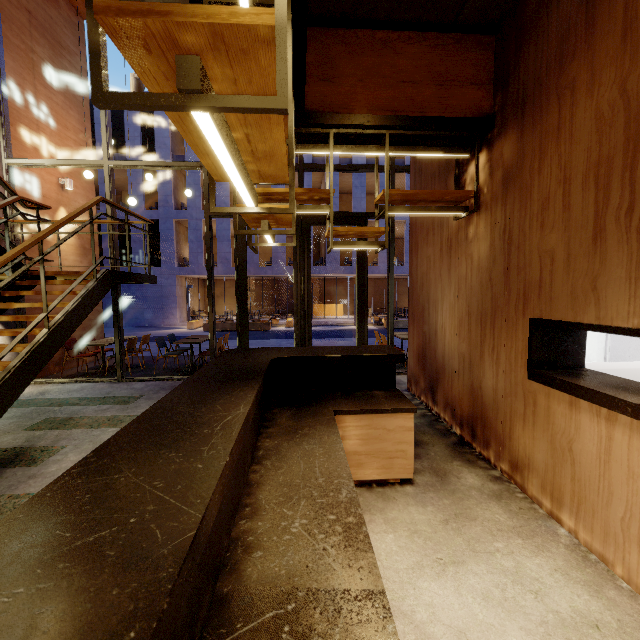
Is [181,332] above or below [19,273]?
below

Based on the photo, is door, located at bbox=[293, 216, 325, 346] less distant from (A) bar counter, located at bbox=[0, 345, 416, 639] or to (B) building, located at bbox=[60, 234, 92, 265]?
(B) building, located at bbox=[60, 234, 92, 265]

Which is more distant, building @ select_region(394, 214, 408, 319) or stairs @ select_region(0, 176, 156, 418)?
building @ select_region(394, 214, 408, 319)

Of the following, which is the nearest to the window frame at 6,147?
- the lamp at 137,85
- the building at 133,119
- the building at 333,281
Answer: the lamp at 137,85

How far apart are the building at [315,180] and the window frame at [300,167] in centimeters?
1676cm

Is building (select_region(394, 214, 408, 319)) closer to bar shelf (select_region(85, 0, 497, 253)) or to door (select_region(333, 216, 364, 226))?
door (select_region(333, 216, 364, 226))

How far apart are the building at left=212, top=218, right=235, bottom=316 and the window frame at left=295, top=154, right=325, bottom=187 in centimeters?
1676cm

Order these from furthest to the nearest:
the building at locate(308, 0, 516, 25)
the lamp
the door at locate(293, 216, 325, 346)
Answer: the door at locate(293, 216, 325, 346) → the lamp → the building at locate(308, 0, 516, 25)
